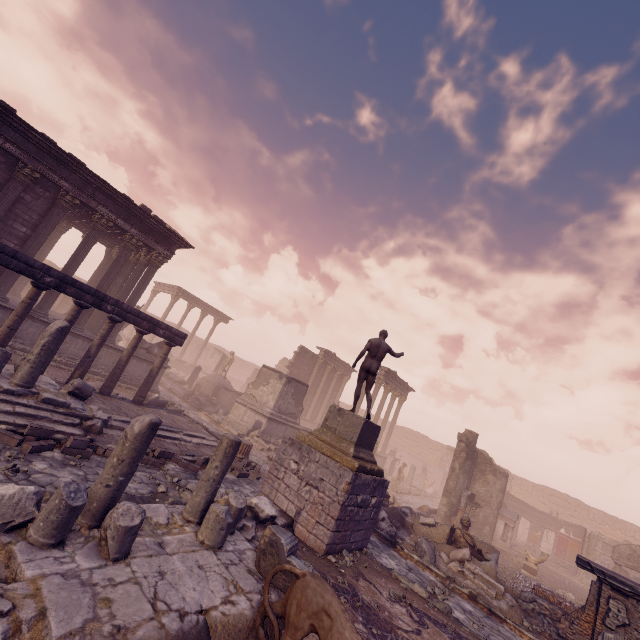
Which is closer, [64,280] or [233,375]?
[64,280]

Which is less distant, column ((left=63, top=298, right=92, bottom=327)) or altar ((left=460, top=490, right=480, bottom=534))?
column ((left=63, top=298, right=92, bottom=327))

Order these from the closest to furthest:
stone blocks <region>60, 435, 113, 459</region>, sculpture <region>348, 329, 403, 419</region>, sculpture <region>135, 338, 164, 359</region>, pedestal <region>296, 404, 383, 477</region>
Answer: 1. stone blocks <region>60, 435, 113, 459</region>
2. pedestal <region>296, 404, 383, 477</region>
3. sculpture <region>348, 329, 403, 419</region>
4. sculpture <region>135, 338, 164, 359</region>

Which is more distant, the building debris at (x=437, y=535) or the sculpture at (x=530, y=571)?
the sculpture at (x=530, y=571)

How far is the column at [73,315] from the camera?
9.9 meters

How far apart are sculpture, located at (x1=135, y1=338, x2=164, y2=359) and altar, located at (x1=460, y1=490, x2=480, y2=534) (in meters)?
17.18

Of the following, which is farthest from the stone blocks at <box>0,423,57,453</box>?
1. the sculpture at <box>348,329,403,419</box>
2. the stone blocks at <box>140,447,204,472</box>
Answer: the sculpture at <box>348,329,403,419</box>

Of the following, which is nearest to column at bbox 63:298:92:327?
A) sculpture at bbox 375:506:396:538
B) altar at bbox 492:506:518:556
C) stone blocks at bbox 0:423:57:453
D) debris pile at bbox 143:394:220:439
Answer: debris pile at bbox 143:394:220:439
